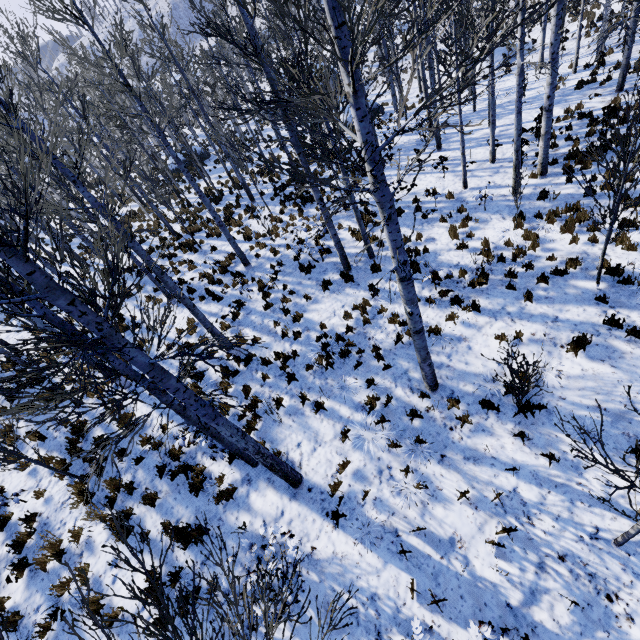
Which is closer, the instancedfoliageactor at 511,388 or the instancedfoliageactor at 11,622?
the instancedfoliageactor at 11,622

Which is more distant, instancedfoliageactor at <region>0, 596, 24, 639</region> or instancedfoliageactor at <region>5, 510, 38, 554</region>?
instancedfoliageactor at <region>5, 510, 38, 554</region>

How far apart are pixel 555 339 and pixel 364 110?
6.45m

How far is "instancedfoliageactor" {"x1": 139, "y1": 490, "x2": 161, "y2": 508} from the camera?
7.1 meters

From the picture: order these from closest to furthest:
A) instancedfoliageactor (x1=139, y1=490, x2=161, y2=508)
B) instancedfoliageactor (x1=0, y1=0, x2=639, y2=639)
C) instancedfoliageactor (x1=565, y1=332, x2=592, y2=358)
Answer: instancedfoliageactor (x1=0, y1=0, x2=639, y2=639) → instancedfoliageactor (x1=565, y1=332, x2=592, y2=358) → instancedfoliageactor (x1=139, y1=490, x2=161, y2=508)

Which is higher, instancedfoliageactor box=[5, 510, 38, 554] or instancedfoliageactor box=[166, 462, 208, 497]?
instancedfoliageactor box=[5, 510, 38, 554]
